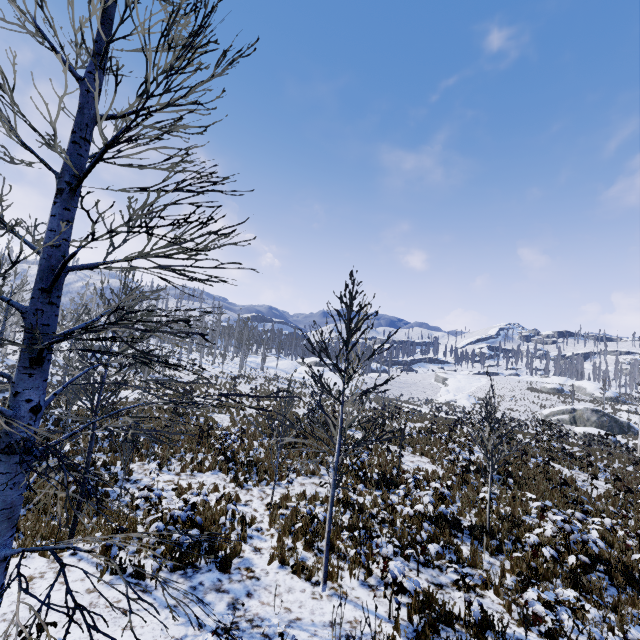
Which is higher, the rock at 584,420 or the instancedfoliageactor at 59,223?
the instancedfoliageactor at 59,223

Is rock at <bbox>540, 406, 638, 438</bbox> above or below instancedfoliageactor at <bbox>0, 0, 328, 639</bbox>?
below

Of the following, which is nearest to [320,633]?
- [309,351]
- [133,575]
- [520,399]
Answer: [133,575]

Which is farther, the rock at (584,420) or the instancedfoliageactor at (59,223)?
the rock at (584,420)

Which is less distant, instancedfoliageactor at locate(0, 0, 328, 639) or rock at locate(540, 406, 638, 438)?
instancedfoliageactor at locate(0, 0, 328, 639)
